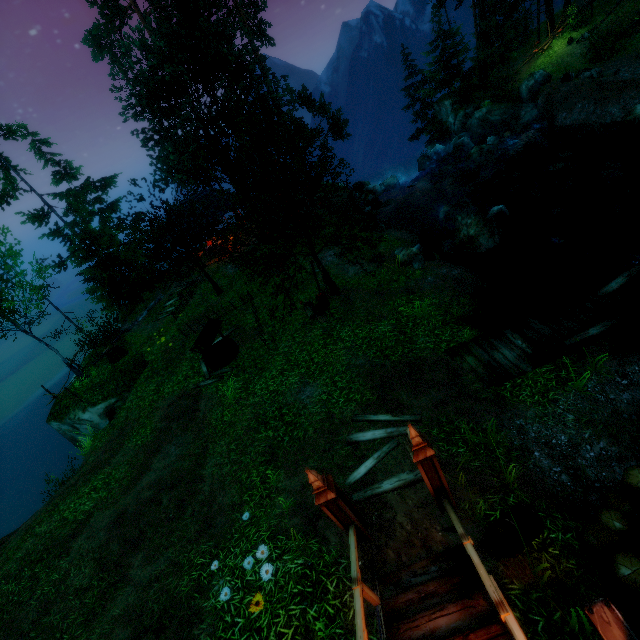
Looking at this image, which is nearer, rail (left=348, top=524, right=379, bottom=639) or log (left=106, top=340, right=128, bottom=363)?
rail (left=348, top=524, right=379, bottom=639)

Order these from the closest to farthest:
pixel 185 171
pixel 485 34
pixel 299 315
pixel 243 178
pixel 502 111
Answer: pixel 243 178 → pixel 299 315 → pixel 502 111 → pixel 185 171 → pixel 485 34

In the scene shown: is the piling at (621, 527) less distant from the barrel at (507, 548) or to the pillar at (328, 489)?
the barrel at (507, 548)

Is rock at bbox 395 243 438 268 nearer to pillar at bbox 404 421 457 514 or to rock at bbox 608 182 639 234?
rock at bbox 608 182 639 234

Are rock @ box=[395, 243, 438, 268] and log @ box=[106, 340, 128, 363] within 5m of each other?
no

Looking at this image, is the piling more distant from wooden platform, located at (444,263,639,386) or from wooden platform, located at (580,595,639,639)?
wooden platform, located at (444,263,639,386)

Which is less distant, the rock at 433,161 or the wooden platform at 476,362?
the wooden platform at 476,362

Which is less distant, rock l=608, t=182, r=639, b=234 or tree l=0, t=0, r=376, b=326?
tree l=0, t=0, r=376, b=326
